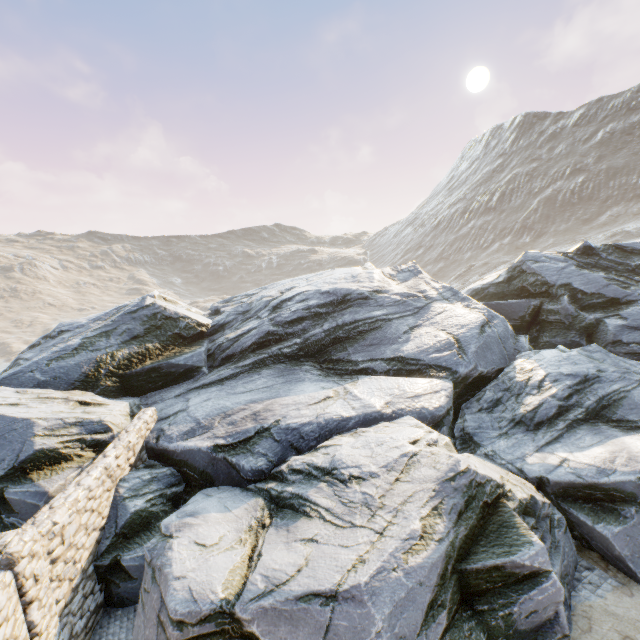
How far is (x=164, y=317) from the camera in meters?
15.4 m
